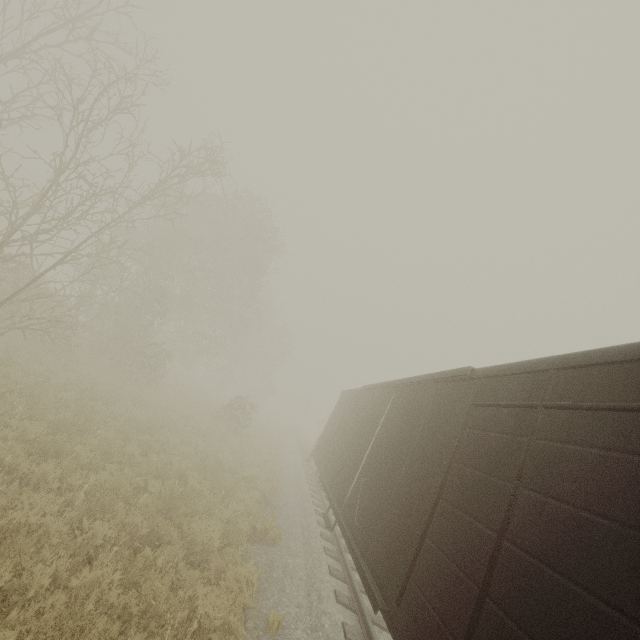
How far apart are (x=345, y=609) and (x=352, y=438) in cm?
445
